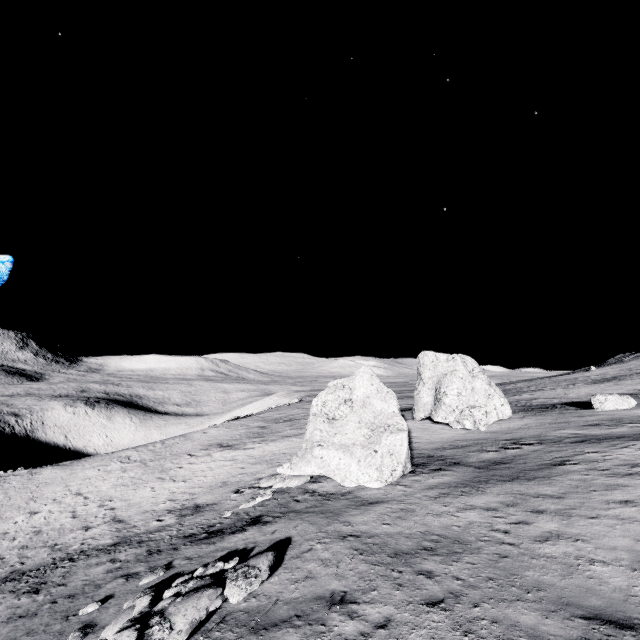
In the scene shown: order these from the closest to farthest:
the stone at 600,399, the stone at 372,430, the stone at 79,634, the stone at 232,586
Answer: the stone at 232,586, the stone at 79,634, the stone at 372,430, the stone at 600,399

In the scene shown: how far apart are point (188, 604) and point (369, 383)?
14.25m

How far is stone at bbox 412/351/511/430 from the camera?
23.7m

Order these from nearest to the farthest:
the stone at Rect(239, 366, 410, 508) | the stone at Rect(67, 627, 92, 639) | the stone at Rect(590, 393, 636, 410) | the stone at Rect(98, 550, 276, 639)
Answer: the stone at Rect(98, 550, 276, 639)
the stone at Rect(67, 627, 92, 639)
the stone at Rect(239, 366, 410, 508)
the stone at Rect(590, 393, 636, 410)

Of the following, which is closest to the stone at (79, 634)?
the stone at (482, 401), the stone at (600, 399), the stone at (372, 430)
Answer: the stone at (372, 430)

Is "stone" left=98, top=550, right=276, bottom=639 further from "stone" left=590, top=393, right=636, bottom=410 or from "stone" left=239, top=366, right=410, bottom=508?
"stone" left=590, top=393, right=636, bottom=410

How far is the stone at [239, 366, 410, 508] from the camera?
15.5m

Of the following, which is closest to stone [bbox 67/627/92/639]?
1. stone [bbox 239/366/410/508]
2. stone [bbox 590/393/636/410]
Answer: stone [bbox 239/366/410/508]
